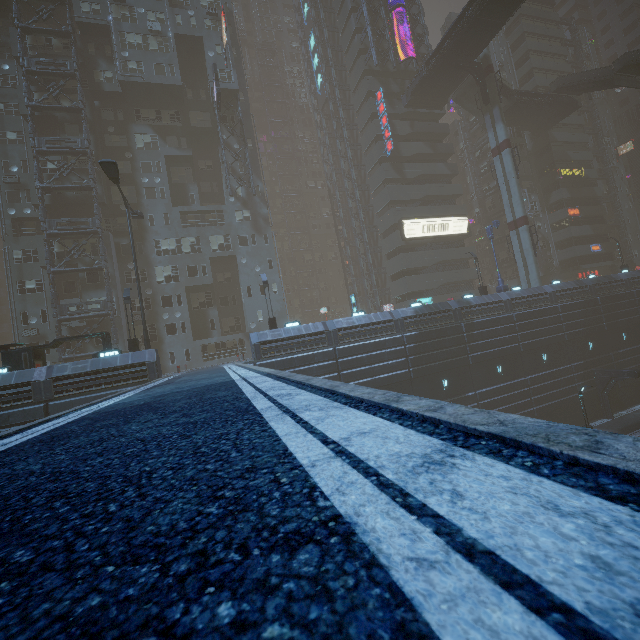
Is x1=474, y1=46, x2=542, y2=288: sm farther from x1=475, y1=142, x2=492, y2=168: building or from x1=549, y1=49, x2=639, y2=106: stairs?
x1=475, y1=142, x2=492, y2=168: building

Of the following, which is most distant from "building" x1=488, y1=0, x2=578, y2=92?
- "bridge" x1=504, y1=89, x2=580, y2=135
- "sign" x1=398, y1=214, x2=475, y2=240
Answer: "bridge" x1=504, y1=89, x2=580, y2=135

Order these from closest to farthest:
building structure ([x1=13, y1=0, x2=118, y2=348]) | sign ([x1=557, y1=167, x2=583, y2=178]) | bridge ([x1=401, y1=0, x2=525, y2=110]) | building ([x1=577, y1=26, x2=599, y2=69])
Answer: building structure ([x1=13, y1=0, x2=118, y2=348]), bridge ([x1=401, y1=0, x2=525, y2=110]), sign ([x1=557, y1=167, x2=583, y2=178]), building ([x1=577, y1=26, x2=599, y2=69])

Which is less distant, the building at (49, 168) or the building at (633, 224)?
the building at (49, 168)

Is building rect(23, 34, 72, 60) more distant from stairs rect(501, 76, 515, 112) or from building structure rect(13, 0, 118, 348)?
stairs rect(501, 76, 515, 112)

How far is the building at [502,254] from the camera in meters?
51.3

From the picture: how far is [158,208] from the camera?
34.84m

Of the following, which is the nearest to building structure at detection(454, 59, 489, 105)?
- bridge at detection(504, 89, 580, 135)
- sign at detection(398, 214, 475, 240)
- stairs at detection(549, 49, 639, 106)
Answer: stairs at detection(549, 49, 639, 106)
